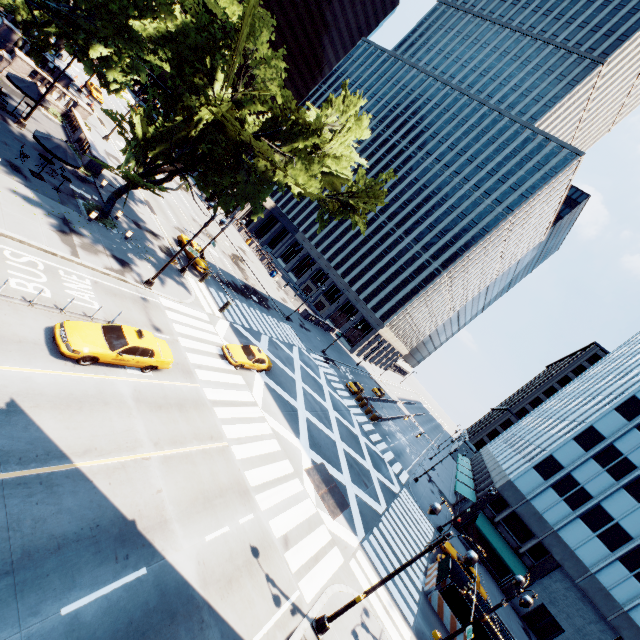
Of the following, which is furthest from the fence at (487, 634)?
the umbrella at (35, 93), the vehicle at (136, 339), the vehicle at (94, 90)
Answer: the vehicle at (94, 90)

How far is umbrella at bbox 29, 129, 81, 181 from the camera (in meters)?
19.55

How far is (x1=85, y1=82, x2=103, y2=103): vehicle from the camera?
50.30m

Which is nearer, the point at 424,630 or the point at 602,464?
the point at 424,630

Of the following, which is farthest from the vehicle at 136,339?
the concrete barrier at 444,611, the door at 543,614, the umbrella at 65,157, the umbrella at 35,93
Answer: the door at 543,614

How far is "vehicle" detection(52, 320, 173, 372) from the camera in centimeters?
1282cm

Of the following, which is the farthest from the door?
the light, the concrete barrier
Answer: the light

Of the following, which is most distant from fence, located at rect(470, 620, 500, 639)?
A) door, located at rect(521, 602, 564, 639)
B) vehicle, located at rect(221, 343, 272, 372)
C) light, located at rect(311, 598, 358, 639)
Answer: vehicle, located at rect(221, 343, 272, 372)
